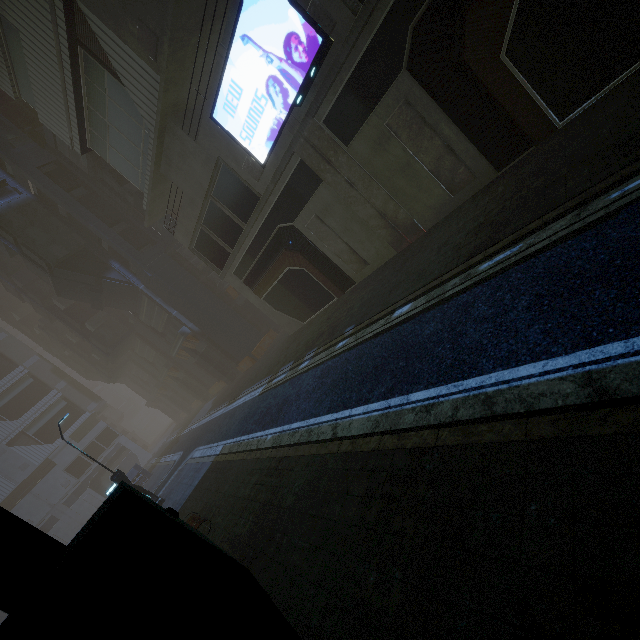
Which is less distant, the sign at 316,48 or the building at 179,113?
the building at 179,113

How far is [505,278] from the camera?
5.96m

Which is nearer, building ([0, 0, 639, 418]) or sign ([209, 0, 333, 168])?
building ([0, 0, 639, 418])

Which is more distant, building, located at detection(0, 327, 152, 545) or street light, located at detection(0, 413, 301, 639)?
building, located at detection(0, 327, 152, 545)

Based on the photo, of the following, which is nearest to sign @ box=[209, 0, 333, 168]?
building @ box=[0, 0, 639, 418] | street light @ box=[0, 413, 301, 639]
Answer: building @ box=[0, 0, 639, 418]

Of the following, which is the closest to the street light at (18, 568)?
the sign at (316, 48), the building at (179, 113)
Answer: the building at (179, 113)

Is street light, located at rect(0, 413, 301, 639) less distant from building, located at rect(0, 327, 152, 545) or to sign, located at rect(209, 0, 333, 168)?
building, located at rect(0, 327, 152, 545)
